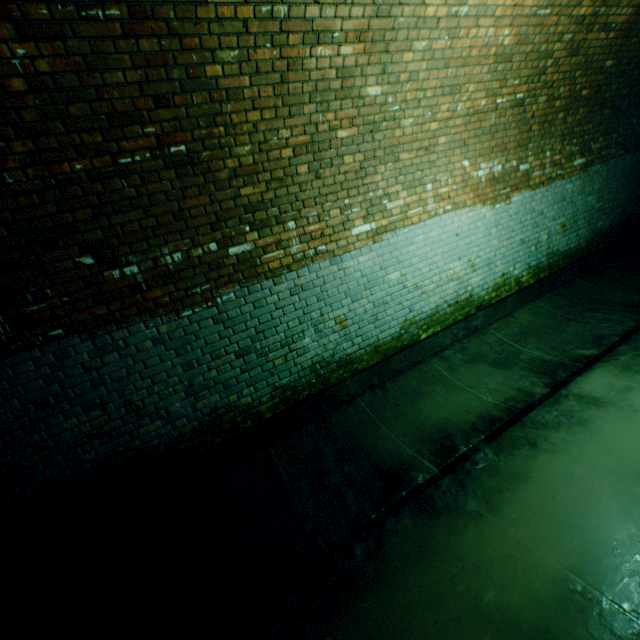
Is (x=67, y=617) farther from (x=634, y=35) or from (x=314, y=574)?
(x=634, y=35)
